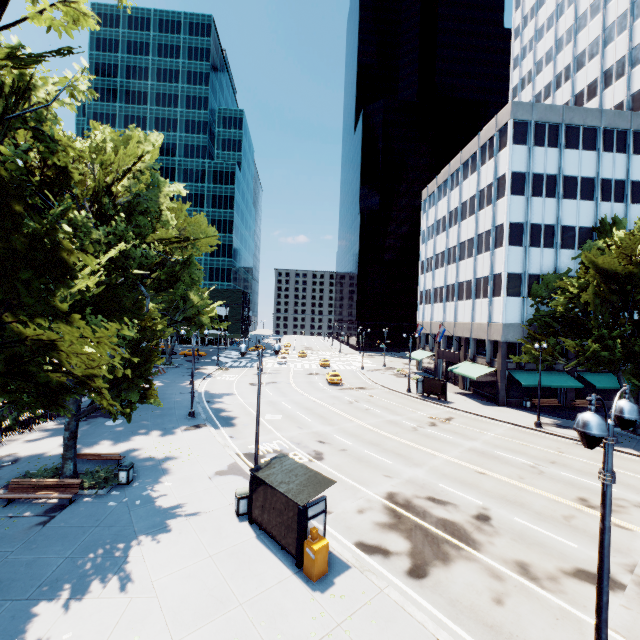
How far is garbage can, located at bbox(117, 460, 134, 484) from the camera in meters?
15.8 m

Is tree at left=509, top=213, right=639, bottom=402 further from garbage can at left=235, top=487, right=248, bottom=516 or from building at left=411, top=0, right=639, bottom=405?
garbage can at left=235, top=487, right=248, bottom=516

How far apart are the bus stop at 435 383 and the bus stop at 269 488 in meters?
25.5

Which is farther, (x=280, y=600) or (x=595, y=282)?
(x=595, y=282)

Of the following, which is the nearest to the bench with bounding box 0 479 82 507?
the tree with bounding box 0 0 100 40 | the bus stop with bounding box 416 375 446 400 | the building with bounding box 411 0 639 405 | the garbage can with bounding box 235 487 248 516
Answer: the tree with bounding box 0 0 100 40

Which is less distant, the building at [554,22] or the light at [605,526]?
the light at [605,526]

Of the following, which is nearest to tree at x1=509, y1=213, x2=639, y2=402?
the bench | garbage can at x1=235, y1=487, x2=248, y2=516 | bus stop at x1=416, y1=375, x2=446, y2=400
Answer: the bench

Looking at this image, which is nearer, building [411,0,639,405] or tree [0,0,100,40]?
tree [0,0,100,40]
